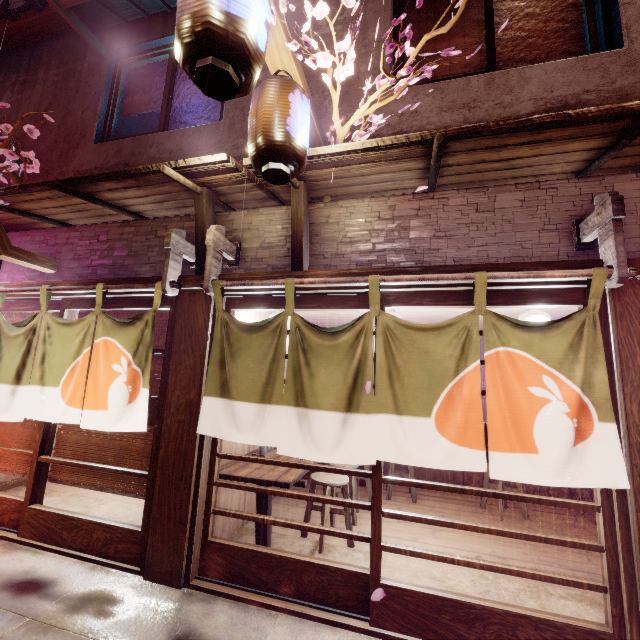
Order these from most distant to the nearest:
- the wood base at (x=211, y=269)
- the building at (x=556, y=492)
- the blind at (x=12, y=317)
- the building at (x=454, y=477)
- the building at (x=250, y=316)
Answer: the building at (x=454, y=477) < the building at (x=556, y=492) < the blind at (x=12, y=317) < the building at (x=250, y=316) < the wood base at (x=211, y=269)

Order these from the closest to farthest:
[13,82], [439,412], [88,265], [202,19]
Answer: [202,19] → [439,412] → [88,265] → [13,82]

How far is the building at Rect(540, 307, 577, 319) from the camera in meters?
7.1 m

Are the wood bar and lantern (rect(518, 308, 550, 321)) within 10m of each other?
yes

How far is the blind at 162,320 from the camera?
6.9 meters

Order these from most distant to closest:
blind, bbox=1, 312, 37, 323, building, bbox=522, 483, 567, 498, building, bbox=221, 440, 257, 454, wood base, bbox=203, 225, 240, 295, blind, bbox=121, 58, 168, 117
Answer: building, bbox=522, 483, 567, 498
blind, bbox=121, 58, 168, 117
blind, bbox=1, 312, 37, 323
building, bbox=221, 440, 257, 454
wood base, bbox=203, 225, 240, 295

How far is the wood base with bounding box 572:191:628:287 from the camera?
4.2m

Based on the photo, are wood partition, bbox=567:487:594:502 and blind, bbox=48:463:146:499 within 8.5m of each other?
no
